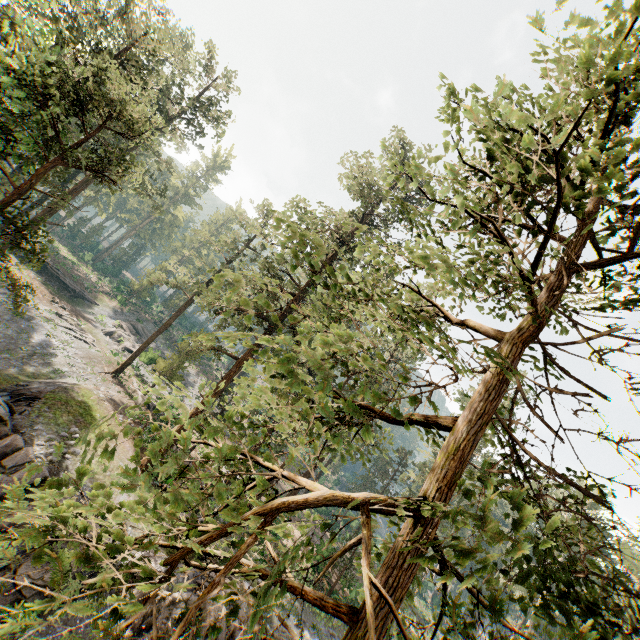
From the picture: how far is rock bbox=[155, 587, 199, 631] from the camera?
13.07m

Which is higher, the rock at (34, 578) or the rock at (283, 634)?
the rock at (283, 634)

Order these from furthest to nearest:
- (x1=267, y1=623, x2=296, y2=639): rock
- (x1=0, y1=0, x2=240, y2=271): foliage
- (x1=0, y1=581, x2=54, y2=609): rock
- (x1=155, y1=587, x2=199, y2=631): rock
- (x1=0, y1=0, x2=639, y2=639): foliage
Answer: (x1=267, y1=623, x2=296, y2=639): rock
(x1=155, y1=587, x2=199, y2=631): rock
(x1=0, y1=0, x2=240, y2=271): foliage
(x1=0, y1=581, x2=54, y2=609): rock
(x1=0, y1=0, x2=639, y2=639): foliage

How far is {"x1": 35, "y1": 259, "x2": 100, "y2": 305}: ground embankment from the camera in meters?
43.4 m

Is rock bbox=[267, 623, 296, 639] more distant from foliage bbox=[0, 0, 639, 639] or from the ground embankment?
the ground embankment

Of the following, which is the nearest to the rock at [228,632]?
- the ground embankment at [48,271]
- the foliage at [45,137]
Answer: the foliage at [45,137]

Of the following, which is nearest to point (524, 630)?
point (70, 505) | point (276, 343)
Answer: point (276, 343)
